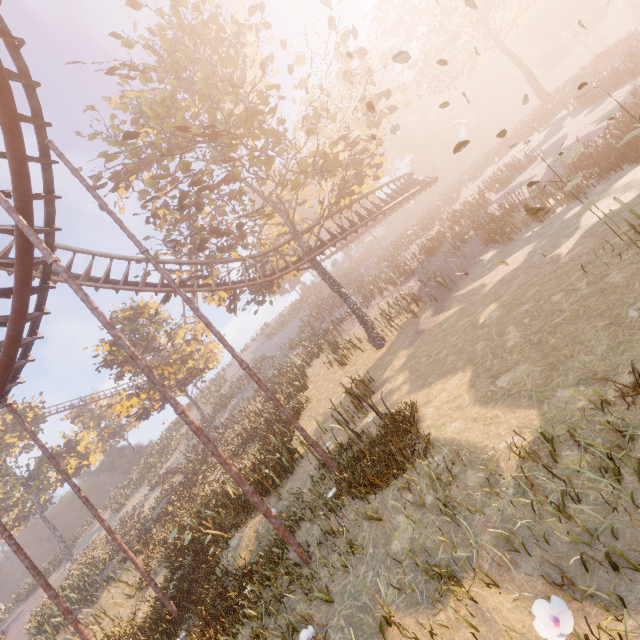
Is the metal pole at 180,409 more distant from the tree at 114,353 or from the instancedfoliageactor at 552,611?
the tree at 114,353

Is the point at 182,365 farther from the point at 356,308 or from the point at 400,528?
the point at 400,528

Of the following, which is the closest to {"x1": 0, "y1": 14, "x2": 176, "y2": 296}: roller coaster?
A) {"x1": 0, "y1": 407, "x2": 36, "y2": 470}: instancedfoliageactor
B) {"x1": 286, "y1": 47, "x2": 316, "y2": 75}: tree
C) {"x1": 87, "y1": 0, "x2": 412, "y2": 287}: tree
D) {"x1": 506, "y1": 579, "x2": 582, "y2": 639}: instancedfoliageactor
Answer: {"x1": 87, "y1": 0, "x2": 412, "y2": 287}: tree

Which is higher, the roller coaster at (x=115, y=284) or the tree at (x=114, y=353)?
the tree at (x=114, y=353)

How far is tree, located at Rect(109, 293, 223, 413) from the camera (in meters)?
28.77

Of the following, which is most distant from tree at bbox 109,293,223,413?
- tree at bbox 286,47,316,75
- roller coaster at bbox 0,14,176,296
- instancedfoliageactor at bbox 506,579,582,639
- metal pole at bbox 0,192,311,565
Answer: instancedfoliageactor at bbox 506,579,582,639

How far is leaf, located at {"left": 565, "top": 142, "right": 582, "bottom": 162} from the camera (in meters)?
5.59

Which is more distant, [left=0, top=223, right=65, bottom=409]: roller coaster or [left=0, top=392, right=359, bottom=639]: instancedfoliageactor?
[left=0, top=223, right=65, bottom=409]: roller coaster
